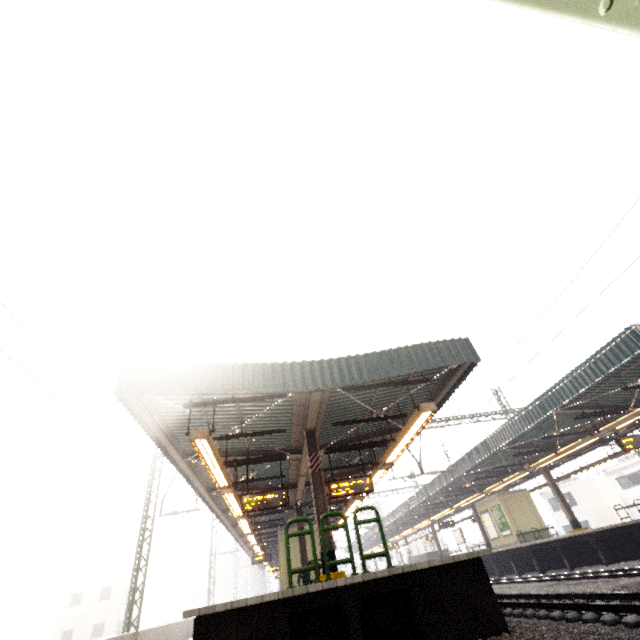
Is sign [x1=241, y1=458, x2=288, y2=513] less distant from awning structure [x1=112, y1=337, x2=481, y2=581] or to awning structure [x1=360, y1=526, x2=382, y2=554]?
awning structure [x1=112, y1=337, x2=481, y2=581]

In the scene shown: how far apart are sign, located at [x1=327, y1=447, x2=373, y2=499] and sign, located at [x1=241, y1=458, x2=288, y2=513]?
1.34m

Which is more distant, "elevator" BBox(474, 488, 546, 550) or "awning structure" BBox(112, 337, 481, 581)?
"elevator" BBox(474, 488, 546, 550)

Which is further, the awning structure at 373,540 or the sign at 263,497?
the awning structure at 373,540

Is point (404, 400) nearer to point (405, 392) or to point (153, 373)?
point (405, 392)

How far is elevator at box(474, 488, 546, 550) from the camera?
21.0m

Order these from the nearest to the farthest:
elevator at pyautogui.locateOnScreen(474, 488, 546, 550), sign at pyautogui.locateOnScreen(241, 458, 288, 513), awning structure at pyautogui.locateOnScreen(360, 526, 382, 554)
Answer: sign at pyautogui.locateOnScreen(241, 458, 288, 513), elevator at pyautogui.locateOnScreen(474, 488, 546, 550), awning structure at pyautogui.locateOnScreen(360, 526, 382, 554)

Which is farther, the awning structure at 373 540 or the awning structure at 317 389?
the awning structure at 373 540
